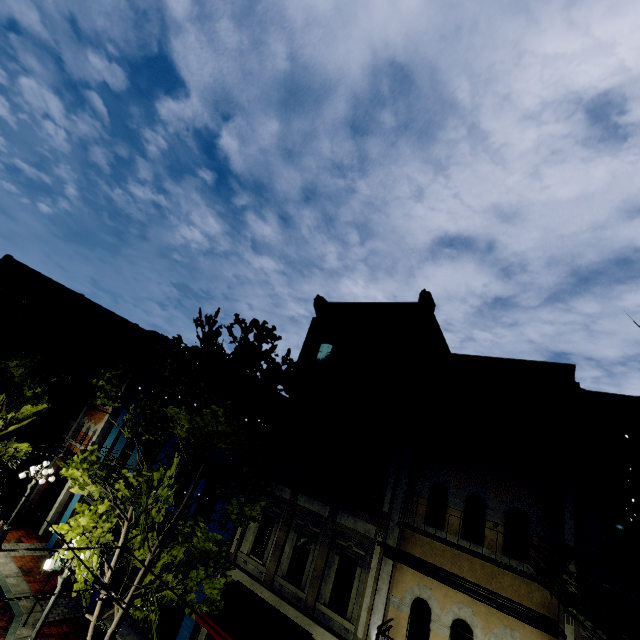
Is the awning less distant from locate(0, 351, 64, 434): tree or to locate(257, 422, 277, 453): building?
locate(257, 422, 277, 453): building

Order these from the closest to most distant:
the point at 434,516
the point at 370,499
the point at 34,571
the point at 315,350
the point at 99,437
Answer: the point at 434,516 → the point at 370,499 → the point at 34,571 → the point at 315,350 → the point at 99,437

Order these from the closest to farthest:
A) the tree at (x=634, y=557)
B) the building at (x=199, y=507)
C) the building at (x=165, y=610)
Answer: the tree at (x=634, y=557), the building at (x=165, y=610), the building at (x=199, y=507)

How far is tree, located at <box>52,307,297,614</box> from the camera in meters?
8.4

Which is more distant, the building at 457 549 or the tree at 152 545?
the tree at 152 545

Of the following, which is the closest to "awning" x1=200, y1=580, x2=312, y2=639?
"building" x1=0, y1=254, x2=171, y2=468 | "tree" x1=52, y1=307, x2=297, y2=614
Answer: "building" x1=0, y1=254, x2=171, y2=468
